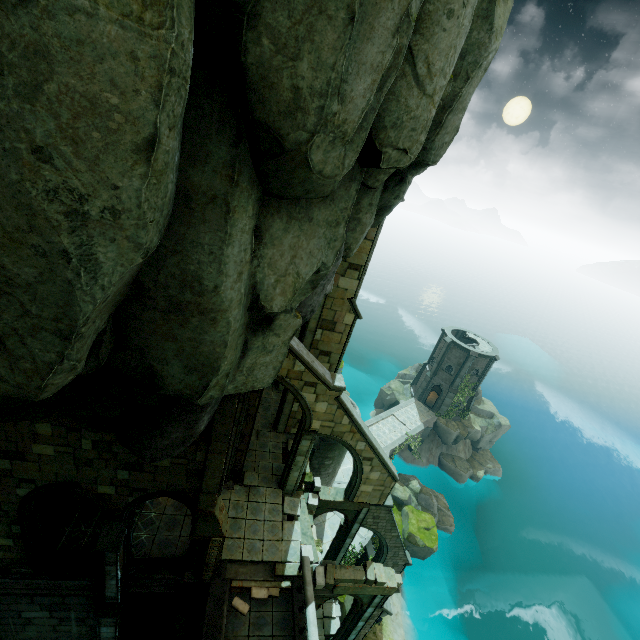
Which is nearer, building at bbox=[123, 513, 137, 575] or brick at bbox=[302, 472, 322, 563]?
building at bbox=[123, 513, 137, 575]

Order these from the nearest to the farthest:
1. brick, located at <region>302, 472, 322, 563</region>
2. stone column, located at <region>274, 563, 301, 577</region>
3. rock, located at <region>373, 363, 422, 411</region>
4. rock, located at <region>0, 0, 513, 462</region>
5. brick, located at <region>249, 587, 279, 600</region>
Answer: rock, located at <region>0, 0, 513, 462</region>
brick, located at <region>249, 587, 279, 600</region>
stone column, located at <region>274, 563, 301, 577</region>
brick, located at <region>302, 472, 322, 563</region>
rock, located at <region>373, 363, 422, 411</region>

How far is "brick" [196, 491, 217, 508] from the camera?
10.7m

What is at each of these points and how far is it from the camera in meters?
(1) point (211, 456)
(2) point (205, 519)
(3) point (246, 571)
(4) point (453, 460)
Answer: (1) stone column, 10.0 m
(2) stone, 11.2 m
(3) wall trim, 13.7 m
(4) rock, 40.0 m

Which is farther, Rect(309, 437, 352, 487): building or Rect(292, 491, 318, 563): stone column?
Rect(309, 437, 352, 487): building

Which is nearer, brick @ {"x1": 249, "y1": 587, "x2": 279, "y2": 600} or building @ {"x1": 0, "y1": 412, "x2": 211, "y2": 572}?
building @ {"x1": 0, "y1": 412, "x2": 211, "y2": 572}

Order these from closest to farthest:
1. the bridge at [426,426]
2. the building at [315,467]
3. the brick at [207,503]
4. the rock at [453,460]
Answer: the brick at [207,503]
the building at [315,467]
the bridge at [426,426]
the rock at [453,460]

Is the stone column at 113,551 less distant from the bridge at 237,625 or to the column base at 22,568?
the column base at 22,568
